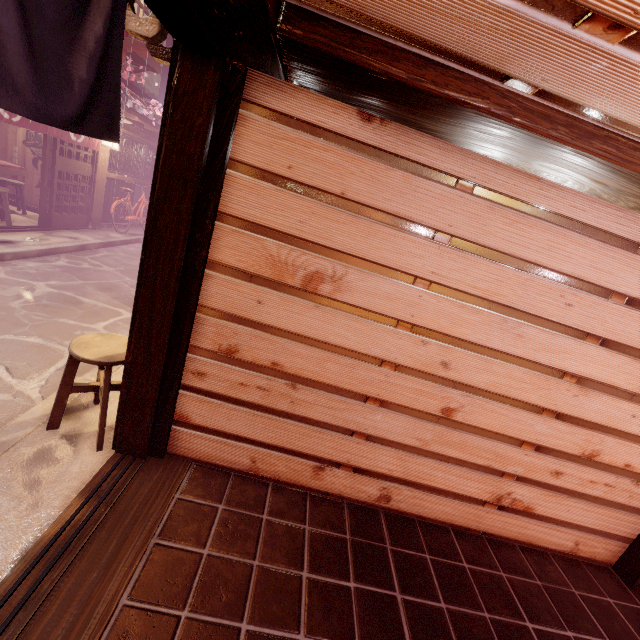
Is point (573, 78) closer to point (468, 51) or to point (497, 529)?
point (468, 51)

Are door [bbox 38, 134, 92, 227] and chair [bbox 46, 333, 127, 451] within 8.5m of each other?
no

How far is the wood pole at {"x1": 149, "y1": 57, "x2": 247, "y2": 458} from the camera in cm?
336

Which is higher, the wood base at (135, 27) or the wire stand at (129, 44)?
the wire stand at (129, 44)

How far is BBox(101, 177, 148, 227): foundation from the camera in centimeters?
1714cm

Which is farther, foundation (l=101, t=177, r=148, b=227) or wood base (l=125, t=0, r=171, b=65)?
foundation (l=101, t=177, r=148, b=227)

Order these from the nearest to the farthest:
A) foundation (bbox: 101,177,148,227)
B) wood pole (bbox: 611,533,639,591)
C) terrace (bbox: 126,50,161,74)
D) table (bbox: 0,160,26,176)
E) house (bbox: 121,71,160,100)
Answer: wood pole (bbox: 611,533,639,591)
table (bbox: 0,160,26,176)
terrace (bbox: 126,50,161,74)
foundation (bbox: 101,177,148,227)
house (bbox: 121,71,160,100)

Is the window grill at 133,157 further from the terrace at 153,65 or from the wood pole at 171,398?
the wood pole at 171,398
